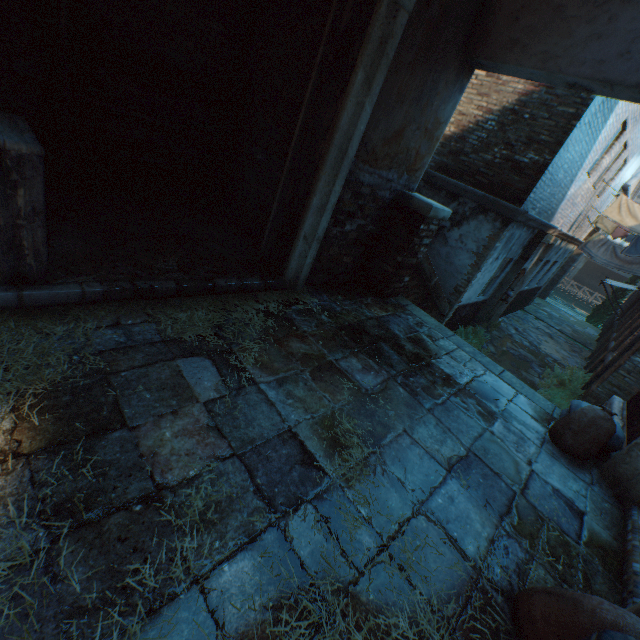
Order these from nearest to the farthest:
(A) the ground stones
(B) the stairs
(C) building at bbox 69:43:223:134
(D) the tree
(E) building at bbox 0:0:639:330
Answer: (E) building at bbox 0:0:639:330
(C) building at bbox 69:43:223:134
(B) the stairs
(A) the ground stones
(D) the tree

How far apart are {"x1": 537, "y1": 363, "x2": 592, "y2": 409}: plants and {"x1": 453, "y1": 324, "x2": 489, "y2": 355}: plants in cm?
119

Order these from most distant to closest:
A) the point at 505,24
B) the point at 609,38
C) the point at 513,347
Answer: the point at 513,347 → the point at 505,24 → the point at 609,38

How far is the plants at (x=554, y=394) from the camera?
8.7m

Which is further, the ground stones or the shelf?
the ground stones

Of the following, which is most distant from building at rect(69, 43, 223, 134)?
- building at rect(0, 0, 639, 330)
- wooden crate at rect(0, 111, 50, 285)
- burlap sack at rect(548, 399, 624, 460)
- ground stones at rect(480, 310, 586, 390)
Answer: ground stones at rect(480, 310, 586, 390)

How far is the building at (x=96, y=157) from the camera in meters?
4.1 m

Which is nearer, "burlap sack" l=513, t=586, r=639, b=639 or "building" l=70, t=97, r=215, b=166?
"burlap sack" l=513, t=586, r=639, b=639
